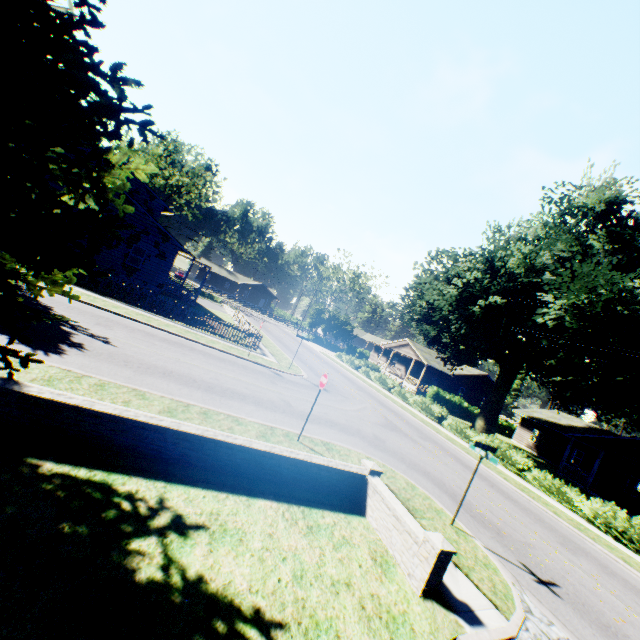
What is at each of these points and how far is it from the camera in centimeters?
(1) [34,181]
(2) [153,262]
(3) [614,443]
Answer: (1) plant, 495cm
(2) house, 2484cm
(3) house, 2616cm

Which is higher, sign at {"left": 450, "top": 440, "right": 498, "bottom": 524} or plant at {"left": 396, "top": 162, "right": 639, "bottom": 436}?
plant at {"left": 396, "top": 162, "right": 639, "bottom": 436}

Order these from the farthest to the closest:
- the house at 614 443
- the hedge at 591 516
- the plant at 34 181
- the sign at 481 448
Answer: the house at 614 443, the hedge at 591 516, the sign at 481 448, the plant at 34 181

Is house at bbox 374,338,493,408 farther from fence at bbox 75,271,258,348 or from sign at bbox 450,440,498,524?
sign at bbox 450,440,498,524

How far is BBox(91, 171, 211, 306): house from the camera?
22.89m

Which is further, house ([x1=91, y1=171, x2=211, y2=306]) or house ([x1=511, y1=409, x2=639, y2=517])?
house ([x1=511, y1=409, x2=639, y2=517])

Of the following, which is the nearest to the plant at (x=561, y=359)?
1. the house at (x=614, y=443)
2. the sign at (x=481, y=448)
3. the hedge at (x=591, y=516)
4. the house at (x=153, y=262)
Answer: the house at (x=153, y=262)

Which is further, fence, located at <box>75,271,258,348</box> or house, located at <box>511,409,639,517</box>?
house, located at <box>511,409,639,517</box>
